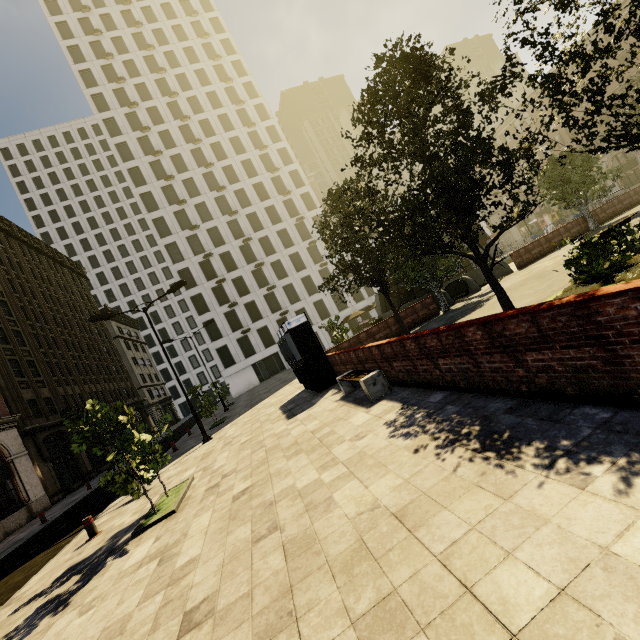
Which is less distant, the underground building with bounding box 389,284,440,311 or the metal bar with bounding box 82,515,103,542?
the metal bar with bounding box 82,515,103,542

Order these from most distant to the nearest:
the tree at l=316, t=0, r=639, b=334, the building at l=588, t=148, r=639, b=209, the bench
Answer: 1. the building at l=588, t=148, r=639, b=209
2. the bench
3. the tree at l=316, t=0, r=639, b=334

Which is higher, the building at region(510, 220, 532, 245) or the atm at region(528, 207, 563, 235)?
the building at region(510, 220, 532, 245)

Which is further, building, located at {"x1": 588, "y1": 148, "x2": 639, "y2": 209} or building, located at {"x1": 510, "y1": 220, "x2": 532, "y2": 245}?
building, located at {"x1": 510, "y1": 220, "x2": 532, "y2": 245}

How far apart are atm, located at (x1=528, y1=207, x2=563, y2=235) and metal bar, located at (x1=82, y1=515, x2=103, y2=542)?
64.4 meters

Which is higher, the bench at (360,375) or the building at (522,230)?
the building at (522,230)

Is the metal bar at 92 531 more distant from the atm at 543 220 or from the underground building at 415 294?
the atm at 543 220

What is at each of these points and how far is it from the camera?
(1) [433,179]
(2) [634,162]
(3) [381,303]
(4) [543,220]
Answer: (1) tree, 7.93m
(2) building, 40.56m
(3) underground building, 30.19m
(4) atm, 52.53m
